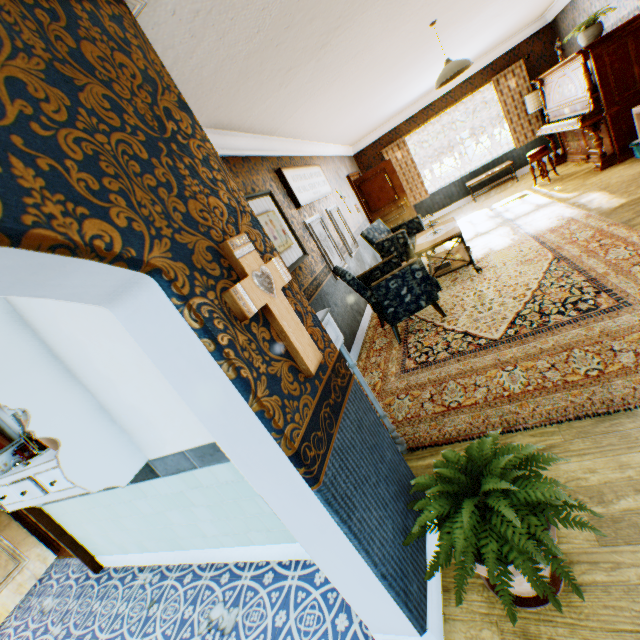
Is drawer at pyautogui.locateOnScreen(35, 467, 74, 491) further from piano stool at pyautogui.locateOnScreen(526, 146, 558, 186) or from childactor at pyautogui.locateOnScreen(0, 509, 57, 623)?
piano stool at pyautogui.locateOnScreen(526, 146, 558, 186)

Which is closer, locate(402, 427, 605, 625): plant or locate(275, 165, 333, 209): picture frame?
locate(402, 427, 605, 625): plant

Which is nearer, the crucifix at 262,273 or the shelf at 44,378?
the crucifix at 262,273

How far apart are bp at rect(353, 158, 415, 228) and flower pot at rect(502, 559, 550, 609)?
7.87m

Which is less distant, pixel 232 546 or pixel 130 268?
pixel 130 268

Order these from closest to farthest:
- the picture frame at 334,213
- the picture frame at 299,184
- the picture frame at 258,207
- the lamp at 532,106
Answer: the picture frame at 258,207, the picture frame at 299,184, the picture frame at 334,213, the lamp at 532,106

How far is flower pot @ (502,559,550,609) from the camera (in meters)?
1.26

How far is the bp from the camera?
8.29m
